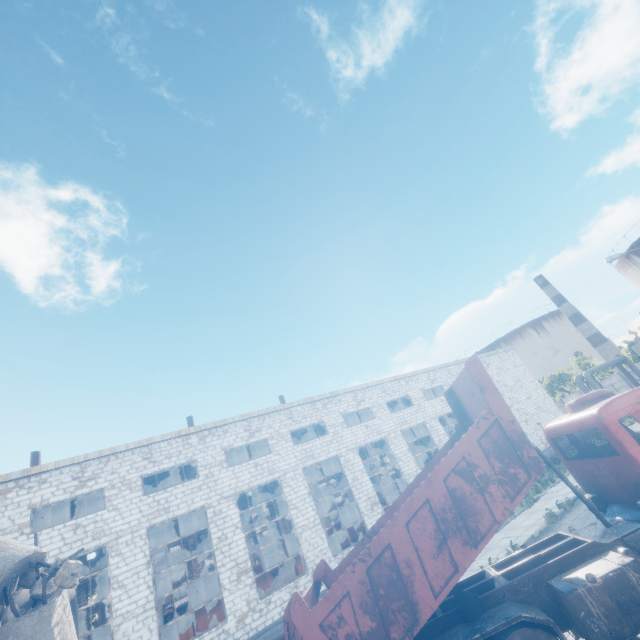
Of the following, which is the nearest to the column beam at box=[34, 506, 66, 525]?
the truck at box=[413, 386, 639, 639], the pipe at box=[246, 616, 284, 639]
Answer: the pipe at box=[246, 616, 284, 639]

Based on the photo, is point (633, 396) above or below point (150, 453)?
below

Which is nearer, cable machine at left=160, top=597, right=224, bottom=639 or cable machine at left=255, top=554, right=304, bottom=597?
cable machine at left=160, top=597, right=224, bottom=639

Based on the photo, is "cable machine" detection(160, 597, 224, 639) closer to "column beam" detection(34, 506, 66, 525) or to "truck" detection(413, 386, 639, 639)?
"column beam" detection(34, 506, 66, 525)

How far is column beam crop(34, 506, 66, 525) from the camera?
19.33m

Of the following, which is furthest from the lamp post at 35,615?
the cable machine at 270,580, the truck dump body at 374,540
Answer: the cable machine at 270,580

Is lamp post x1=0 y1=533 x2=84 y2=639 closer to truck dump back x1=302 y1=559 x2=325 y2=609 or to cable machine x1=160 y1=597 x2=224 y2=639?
truck dump back x1=302 y1=559 x2=325 y2=609

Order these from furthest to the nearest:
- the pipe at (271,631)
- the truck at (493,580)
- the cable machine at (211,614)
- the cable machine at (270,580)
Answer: the cable machine at (270,580) → the cable machine at (211,614) → the pipe at (271,631) → the truck at (493,580)
